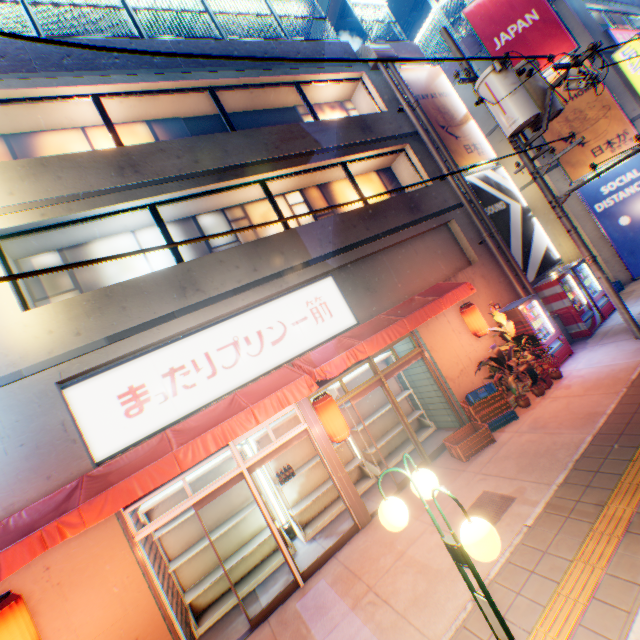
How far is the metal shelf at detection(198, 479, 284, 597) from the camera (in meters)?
6.95

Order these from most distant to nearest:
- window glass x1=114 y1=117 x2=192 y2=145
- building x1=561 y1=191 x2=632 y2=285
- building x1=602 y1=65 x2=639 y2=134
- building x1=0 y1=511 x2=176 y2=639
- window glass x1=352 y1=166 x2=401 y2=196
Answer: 1. building x1=561 y1=191 x2=632 y2=285
2. building x1=602 y1=65 x2=639 y2=134
3. window glass x1=352 y1=166 x2=401 y2=196
4. window glass x1=114 y1=117 x2=192 y2=145
5. building x1=0 y1=511 x2=176 y2=639

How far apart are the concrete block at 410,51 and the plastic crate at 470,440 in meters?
11.8

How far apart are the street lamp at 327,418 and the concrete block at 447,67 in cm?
1660

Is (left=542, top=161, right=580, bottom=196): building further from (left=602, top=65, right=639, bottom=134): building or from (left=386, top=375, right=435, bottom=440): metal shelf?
(left=386, top=375, right=435, bottom=440): metal shelf

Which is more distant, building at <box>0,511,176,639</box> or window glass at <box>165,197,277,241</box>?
window glass at <box>165,197,277,241</box>

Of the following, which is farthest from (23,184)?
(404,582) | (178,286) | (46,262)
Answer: (404,582)

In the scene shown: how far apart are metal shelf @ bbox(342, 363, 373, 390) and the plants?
1.95m
